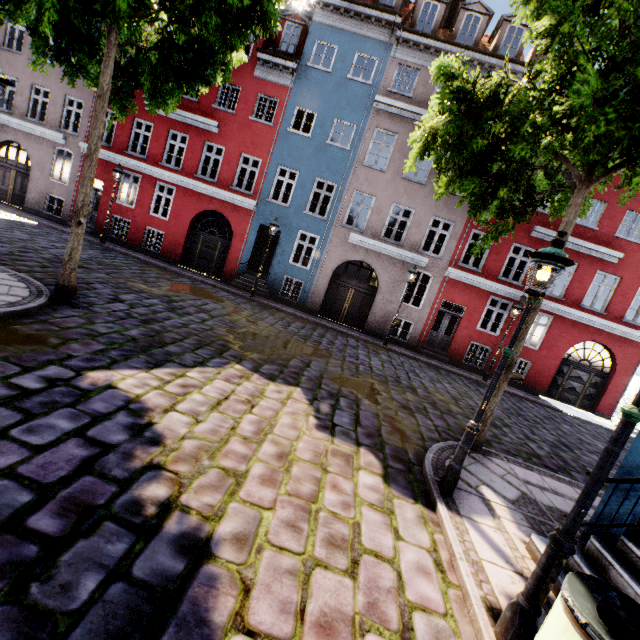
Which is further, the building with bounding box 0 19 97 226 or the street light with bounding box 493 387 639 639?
the building with bounding box 0 19 97 226

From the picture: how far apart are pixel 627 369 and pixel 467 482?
15.9 meters

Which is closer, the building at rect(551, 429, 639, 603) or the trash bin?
the trash bin

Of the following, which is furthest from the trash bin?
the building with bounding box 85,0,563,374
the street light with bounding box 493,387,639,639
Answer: the building with bounding box 85,0,563,374

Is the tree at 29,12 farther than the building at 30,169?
No

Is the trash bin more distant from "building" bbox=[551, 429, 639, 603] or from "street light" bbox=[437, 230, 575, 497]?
"street light" bbox=[437, 230, 575, 497]

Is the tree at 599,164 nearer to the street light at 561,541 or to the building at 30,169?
the street light at 561,541

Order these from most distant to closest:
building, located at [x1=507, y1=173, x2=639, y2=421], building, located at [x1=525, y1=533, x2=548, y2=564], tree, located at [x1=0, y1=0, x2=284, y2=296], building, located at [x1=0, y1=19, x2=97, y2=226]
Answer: building, located at [x1=0, y1=19, x2=97, y2=226], building, located at [x1=507, y1=173, x2=639, y2=421], tree, located at [x1=0, y1=0, x2=284, y2=296], building, located at [x1=525, y1=533, x2=548, y2=564]
